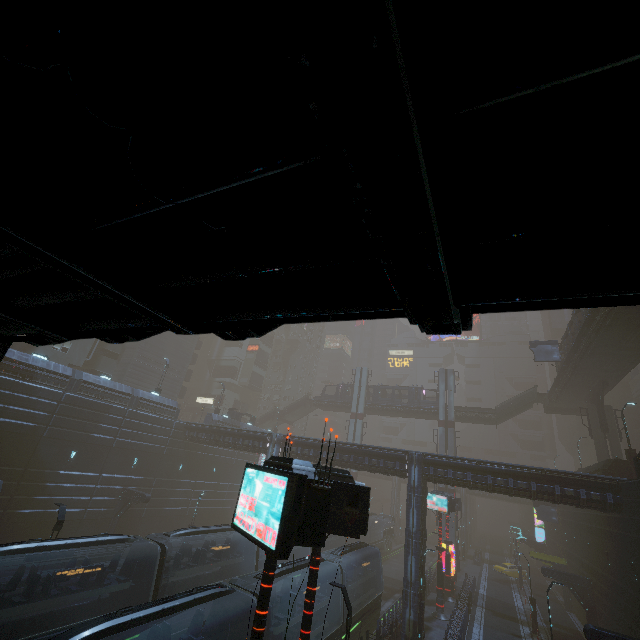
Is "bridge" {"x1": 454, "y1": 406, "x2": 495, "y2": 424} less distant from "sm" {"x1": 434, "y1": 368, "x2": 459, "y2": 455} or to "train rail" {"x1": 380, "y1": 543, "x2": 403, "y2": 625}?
"sm" {"x1": 434, "y1": 368, "x2": 459, "y2": 455}

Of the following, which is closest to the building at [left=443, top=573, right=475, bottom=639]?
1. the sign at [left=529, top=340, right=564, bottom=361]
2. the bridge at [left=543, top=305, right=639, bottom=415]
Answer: the sign at [left=529, top=340, right=564, bottom=361]

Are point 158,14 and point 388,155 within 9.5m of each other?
yes

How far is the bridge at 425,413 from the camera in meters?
50.7

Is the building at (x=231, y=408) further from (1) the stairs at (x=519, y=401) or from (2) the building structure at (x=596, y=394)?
(1) the stairs at (x=519, y=401)

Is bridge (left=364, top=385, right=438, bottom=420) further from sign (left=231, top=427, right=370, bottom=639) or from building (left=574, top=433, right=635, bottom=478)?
sign (left=231, top=427, right=370, bottom=639)

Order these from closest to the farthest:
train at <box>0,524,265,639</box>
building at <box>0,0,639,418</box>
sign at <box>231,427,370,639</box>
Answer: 1. building at <box>0,0,639,418</box>
2. sign at <box>231,427,370,639</box>
3. train at <box>0,524,265,639</box>

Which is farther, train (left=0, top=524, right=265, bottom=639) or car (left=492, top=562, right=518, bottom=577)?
car (left=492, top=562, right=518, bottom=577)
